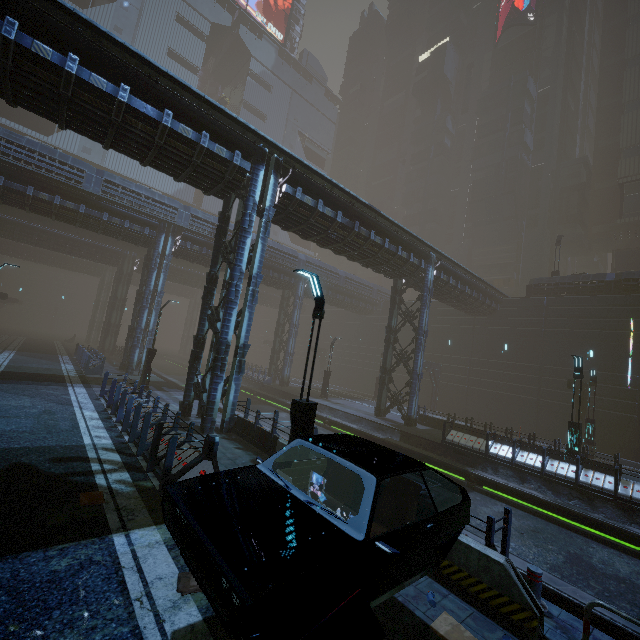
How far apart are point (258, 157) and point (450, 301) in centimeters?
2050cm

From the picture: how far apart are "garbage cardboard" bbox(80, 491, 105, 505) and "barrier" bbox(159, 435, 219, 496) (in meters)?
1.05

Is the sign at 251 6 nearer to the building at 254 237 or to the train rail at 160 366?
the building at 254 237

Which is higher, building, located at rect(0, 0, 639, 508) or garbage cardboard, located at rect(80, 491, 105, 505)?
building, located at rect(0, 0, 639, 508)

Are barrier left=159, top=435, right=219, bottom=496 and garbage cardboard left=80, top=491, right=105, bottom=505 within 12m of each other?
yes

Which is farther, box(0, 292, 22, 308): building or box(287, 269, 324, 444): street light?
box(0, 292, 22, 308): building

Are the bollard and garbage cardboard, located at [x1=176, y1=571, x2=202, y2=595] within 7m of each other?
yes

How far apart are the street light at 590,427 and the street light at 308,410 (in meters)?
21.55
